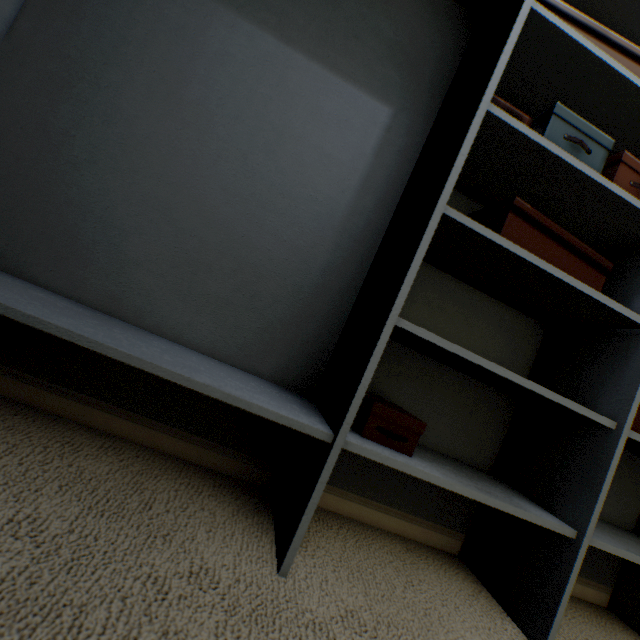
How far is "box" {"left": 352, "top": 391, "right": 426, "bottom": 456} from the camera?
0.8m

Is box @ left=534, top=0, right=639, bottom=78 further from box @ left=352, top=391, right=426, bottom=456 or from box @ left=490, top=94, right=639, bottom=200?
box @ left=352, top=391, right=426, bottom=456

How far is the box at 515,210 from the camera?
0.88m

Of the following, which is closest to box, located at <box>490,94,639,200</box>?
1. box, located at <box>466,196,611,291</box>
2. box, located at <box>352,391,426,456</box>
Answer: box, located at <box>466,196,611,291</box>

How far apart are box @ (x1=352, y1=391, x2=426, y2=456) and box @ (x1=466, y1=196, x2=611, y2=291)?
0.52m

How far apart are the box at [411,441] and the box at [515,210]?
0.5 meters

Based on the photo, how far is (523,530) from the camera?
0.98m
